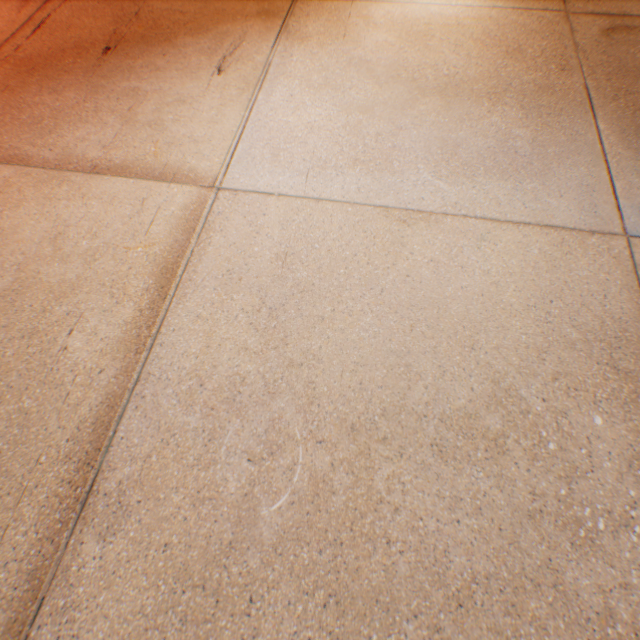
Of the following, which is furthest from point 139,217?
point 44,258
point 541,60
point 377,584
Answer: point 541,60
